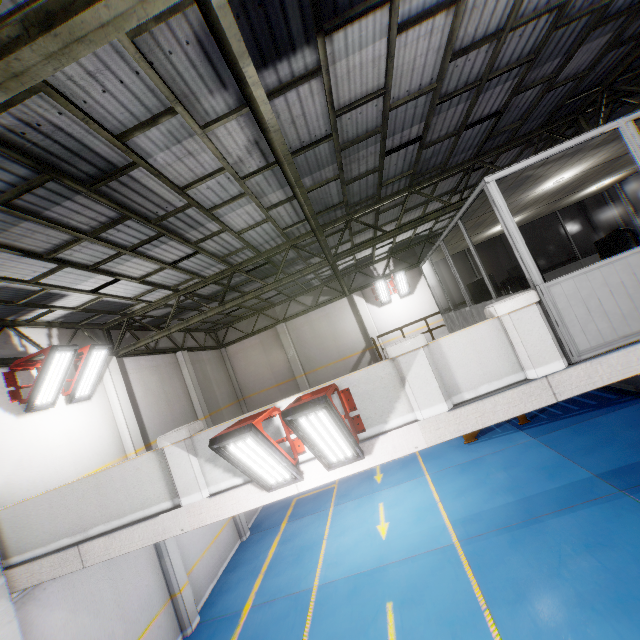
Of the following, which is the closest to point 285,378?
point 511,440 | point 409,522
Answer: point 409,522

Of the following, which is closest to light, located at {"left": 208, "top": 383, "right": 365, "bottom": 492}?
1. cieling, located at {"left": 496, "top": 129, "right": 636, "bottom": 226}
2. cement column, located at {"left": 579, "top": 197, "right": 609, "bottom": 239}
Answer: cieling, located at {"left": 496, "top": 129, "right": 636, "bottom": 226}

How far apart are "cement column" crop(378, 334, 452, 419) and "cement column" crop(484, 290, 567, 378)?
1.0 meters

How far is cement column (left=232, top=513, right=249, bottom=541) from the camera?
12.68m

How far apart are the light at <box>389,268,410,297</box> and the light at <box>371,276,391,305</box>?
0.44m

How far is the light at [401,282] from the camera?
15.41m

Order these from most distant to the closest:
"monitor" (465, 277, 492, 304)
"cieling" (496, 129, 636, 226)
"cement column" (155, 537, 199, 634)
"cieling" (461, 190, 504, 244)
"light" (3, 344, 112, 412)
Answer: "cement column" (155, 537, 199, 634), "monitor" (465, 277, 492, 304), "light" (3, 344, 112, 412), "cieling" (461, 190, 504, 244), "cieling" (496, 129, 636, 226)

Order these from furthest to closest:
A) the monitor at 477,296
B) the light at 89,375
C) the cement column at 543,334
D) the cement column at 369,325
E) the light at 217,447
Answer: the cement column at 369,325 < the monitor at 477,296 < the light at 89,375 < the cement column at 543,334 < the light at 217,447
